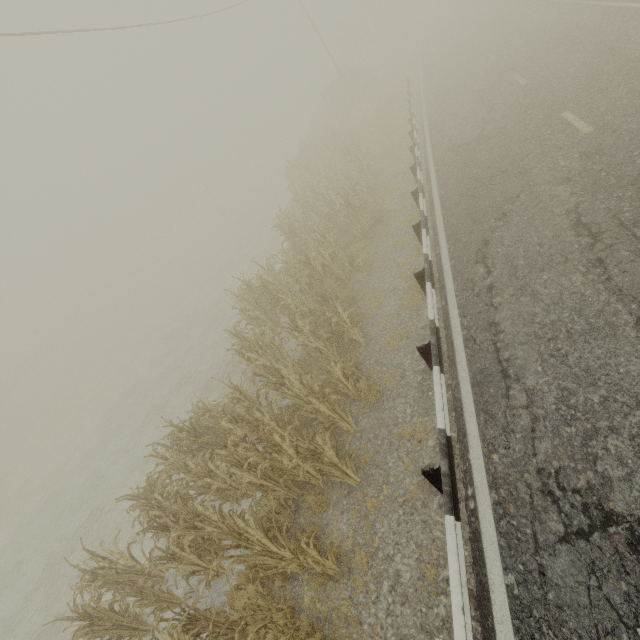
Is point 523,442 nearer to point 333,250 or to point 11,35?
point 333,250

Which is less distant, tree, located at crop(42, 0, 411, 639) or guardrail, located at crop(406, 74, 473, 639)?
guardrail, located at crop(406, 74, 473, 639)

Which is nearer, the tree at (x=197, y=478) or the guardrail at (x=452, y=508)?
the guardrail at (x=452, y=508)
